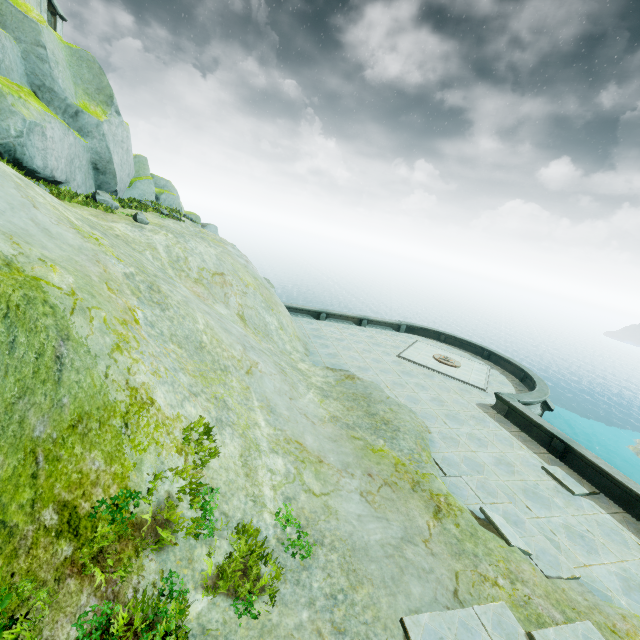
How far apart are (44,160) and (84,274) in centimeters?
1053cm

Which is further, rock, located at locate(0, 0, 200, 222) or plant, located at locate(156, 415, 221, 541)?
rock, located at locate(0, 0, 200, 222)

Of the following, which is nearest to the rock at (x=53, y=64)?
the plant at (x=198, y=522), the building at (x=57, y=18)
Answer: the building at (x=57, y=18)

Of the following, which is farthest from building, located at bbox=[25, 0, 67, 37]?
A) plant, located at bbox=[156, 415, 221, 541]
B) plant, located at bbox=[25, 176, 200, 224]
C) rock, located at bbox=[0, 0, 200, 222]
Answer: plant, located at bbox=[156, 415, 221, 541]

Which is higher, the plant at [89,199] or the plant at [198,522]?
the plant at [89,199]

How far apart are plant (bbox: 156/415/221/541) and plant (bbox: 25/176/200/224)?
14.0m

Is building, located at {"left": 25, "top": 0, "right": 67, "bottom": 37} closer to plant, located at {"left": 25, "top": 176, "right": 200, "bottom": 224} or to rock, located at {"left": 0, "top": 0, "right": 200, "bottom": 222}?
rock, located at {"left": 0, "top": 0, "right": 200, "bottom": 222}

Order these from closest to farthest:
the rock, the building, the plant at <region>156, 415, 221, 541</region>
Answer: the plant at <region>156, 415, 221, 541</region>, the rock, the building
